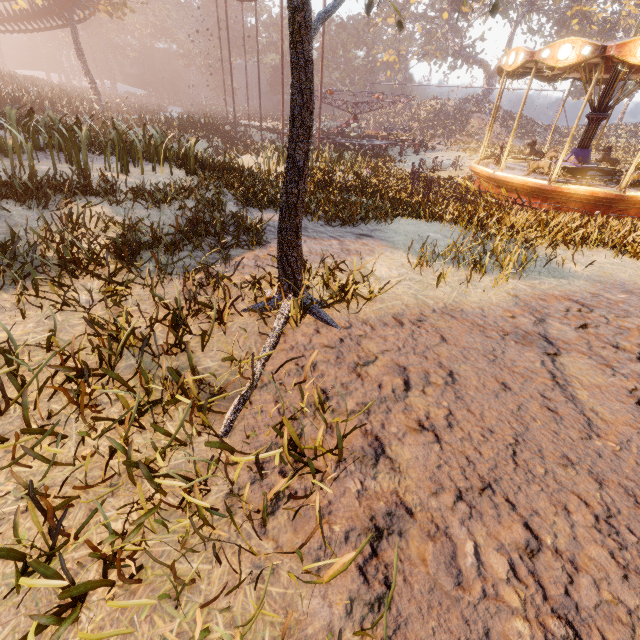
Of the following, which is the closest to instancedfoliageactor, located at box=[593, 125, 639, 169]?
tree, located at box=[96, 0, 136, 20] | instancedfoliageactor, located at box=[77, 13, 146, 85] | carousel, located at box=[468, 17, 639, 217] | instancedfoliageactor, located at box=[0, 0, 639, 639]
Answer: instancedfoliageactor, located at box=[0, 0, 639, 639]

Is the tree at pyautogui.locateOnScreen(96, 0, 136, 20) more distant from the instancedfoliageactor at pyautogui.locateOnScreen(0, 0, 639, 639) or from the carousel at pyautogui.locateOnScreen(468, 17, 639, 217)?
the carousel at pyautogui.locateOnScreen(468, 17, 639, 217)

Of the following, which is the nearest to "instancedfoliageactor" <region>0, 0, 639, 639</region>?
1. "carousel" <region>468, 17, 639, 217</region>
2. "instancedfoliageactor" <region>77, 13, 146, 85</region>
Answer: "carousel" <region>468, 17, 639, 217</region>

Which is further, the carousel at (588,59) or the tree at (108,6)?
the tree at (108,6)

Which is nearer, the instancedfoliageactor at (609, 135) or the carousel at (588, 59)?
the carousel at (588, 59)

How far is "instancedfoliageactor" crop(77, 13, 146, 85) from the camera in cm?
5250

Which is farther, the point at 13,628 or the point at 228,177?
the point at 228,177
